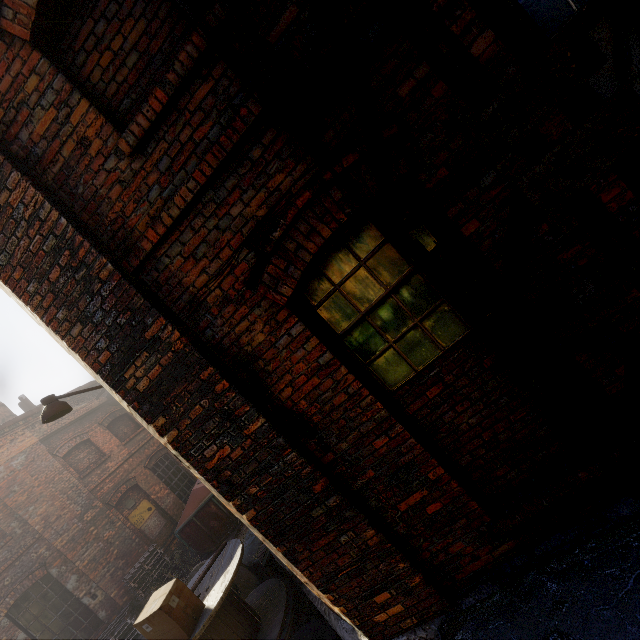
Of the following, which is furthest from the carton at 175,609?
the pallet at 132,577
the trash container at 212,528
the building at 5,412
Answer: the building at 5,412

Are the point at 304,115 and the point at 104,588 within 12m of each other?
no

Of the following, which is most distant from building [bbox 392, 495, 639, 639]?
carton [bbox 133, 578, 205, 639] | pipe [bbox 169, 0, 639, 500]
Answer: carton [bbox 133, 578, 205, 639]

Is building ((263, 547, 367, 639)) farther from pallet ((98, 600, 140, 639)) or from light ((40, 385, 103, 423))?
pallet ((98, 600, 140, 639))

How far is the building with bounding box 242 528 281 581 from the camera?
6.2m

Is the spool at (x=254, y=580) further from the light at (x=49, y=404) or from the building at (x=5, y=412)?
the building at (x=5, y=412)

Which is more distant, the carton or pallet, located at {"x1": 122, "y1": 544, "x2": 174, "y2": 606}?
pallet, located at {"x1": 122, "y1": 544, "x2": 174, "y2": 606}

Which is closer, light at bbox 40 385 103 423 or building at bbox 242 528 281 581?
light at bbox 40 385 103 423
